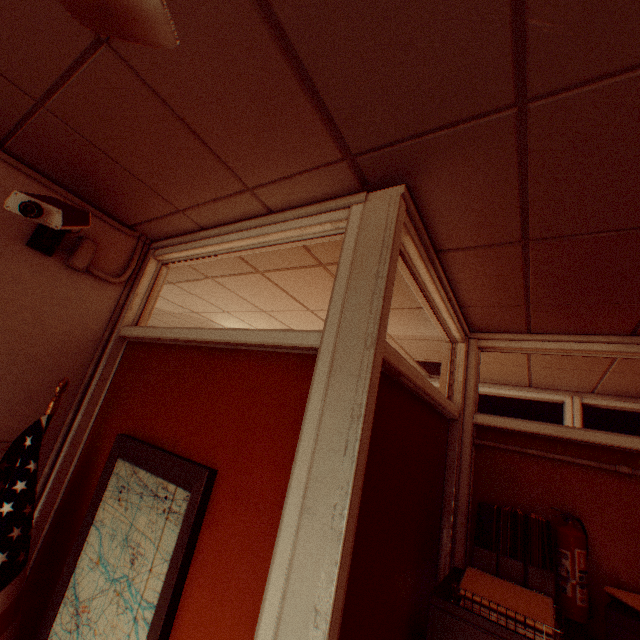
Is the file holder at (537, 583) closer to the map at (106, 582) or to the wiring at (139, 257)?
the map at (106, 582)

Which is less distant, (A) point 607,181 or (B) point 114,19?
(B) point 114,19

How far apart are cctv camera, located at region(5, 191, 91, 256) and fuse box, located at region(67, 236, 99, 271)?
0.09m

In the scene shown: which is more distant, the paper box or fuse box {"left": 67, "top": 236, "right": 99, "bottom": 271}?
fuse box {"left": 67, "top": 236, "right": 99, "bottom": 271}

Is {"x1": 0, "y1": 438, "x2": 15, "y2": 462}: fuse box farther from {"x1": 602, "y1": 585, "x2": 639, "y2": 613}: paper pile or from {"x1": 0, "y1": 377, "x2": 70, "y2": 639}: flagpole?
{"x1": 602, "y1": 585, "x2": 639, "y2": 613}: paper pile

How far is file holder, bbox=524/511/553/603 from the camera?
1.58m

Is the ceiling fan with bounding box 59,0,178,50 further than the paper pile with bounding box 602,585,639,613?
No

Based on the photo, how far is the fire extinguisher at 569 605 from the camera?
1.6m
